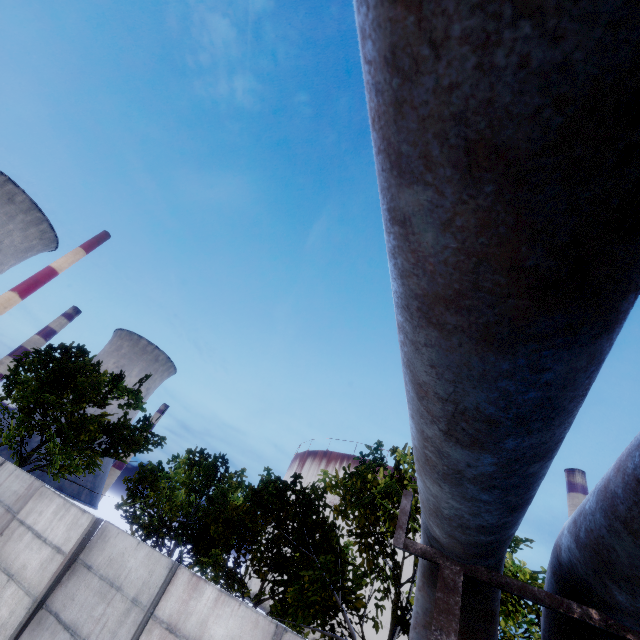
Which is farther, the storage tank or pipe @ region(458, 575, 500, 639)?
the storage tank

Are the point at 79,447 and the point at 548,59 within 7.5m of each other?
no

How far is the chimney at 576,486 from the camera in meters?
54.1 m

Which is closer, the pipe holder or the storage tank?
the pipe holder

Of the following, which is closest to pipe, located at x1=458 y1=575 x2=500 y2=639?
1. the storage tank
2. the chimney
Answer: the chimney

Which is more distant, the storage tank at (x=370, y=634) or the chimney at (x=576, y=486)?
the chimney at (x=576, y=486)

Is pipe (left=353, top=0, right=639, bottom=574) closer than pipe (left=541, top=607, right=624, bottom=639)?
Yes
